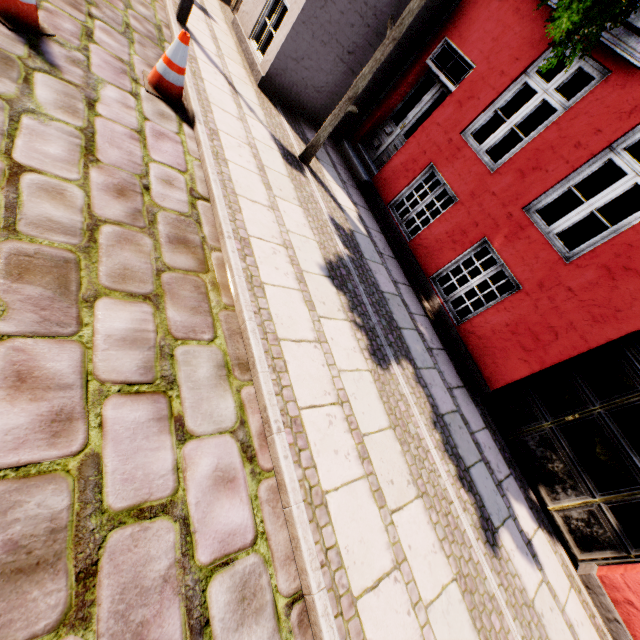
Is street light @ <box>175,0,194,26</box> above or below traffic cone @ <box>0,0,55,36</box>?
above

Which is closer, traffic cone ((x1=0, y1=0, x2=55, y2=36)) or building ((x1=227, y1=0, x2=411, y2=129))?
traffic cone ((x1=0, y1=0, x2=55, y2=36))

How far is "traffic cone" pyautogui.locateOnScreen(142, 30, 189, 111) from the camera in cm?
385

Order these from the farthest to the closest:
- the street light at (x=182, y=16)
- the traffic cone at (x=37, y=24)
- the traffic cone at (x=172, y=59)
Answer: the street light at (x=182, y=16), the traffic cone at (x=172, y=59), the traffic cone at (x=37, y=24)

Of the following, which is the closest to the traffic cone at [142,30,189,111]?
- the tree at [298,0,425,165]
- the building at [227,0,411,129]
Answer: the tree at [298,0,425,165]

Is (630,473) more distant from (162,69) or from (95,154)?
(162,69)

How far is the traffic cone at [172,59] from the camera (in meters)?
3.85

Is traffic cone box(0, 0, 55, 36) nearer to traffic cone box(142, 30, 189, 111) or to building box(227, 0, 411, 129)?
traffic cone box(142, 30, 189, 111)
